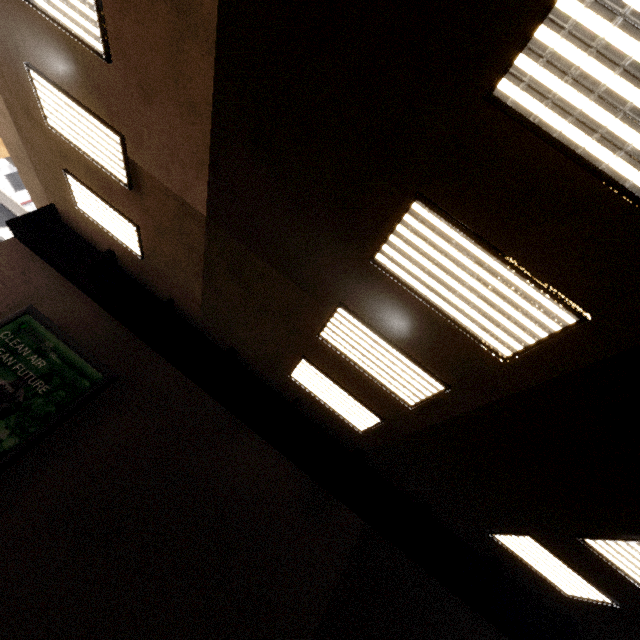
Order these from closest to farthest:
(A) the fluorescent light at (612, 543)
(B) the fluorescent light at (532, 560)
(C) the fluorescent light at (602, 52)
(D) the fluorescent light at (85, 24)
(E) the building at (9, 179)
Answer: (C) the fluorescent light at (602, 52) → (D) the fluorescent light at (85, 24) → (A) the fluorescent light at (612, 543) → (B) the fluorescent light at (532, 560) → (E) the building at (9, 179)

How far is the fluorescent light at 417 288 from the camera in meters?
3.1

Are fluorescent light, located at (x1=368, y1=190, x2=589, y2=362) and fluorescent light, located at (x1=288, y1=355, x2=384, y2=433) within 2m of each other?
no

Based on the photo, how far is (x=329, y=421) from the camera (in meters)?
7.46

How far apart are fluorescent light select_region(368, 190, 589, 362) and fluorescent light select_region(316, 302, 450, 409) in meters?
1.0 m

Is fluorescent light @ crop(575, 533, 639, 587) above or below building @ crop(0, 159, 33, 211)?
below

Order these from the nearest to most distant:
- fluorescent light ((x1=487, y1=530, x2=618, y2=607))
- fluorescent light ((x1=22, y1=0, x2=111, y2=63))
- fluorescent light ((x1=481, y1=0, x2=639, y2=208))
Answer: fluorescent light ((x1=481, y1=0, x2=639, y2=208)), fluorescent light ((x1=22, y1=0, x2=111, y2=63)), fluorescent light ((x1=487, y1=530, x2=618, y2=607))

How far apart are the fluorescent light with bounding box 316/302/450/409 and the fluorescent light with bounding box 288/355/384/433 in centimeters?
91cm
